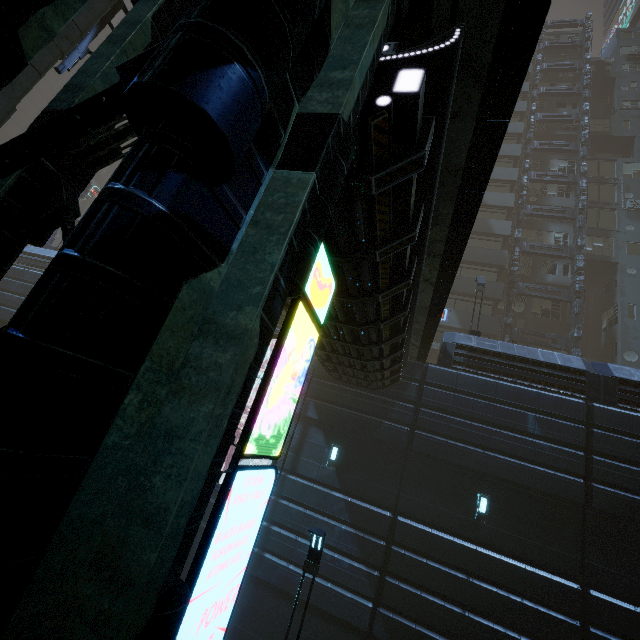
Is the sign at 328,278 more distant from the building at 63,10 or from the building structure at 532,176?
the building structure at 532,176

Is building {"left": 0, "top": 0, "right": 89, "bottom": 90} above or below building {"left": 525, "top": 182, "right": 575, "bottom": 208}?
below

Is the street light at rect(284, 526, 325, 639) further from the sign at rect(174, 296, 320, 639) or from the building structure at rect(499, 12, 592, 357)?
the building structure at rect(499, 12, 592, 357)

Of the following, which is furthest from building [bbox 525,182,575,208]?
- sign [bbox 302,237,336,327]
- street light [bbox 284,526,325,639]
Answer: street light [bbox 284,526,325,639]

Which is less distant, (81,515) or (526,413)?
(81,515)

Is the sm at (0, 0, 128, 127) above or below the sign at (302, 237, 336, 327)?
above

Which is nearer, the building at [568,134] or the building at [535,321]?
the building at [535,321]
